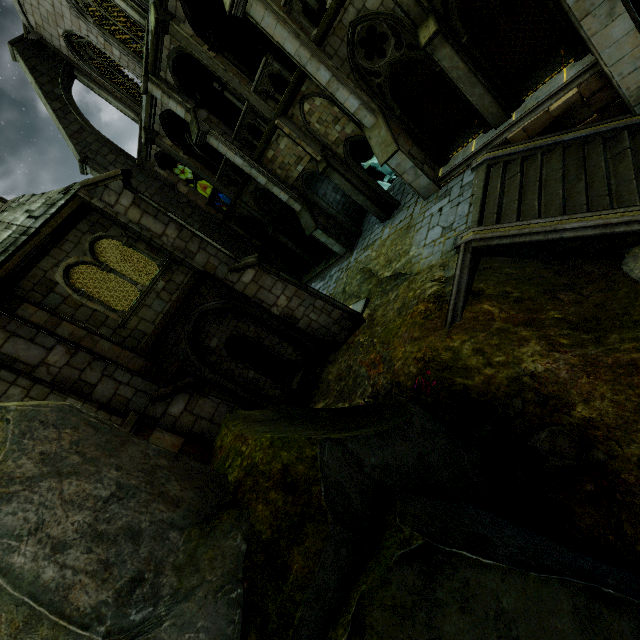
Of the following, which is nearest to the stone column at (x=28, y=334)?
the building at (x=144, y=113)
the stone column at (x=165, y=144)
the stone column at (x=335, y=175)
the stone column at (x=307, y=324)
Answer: the stone column at (x=307, y=324)

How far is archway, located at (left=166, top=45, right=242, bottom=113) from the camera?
13.4m

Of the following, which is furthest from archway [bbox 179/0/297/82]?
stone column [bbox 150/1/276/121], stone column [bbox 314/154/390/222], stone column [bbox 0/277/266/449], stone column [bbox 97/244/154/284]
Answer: stone column [bbox 0/277/266/449]

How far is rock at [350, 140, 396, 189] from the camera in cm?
2577

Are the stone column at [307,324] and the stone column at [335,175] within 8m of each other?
yes

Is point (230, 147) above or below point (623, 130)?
above

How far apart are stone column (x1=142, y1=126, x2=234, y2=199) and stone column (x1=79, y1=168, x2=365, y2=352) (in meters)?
9.32

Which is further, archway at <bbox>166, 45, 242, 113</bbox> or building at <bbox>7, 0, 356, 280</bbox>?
building at <bbox>7, 0, 356, 280</bbox>
